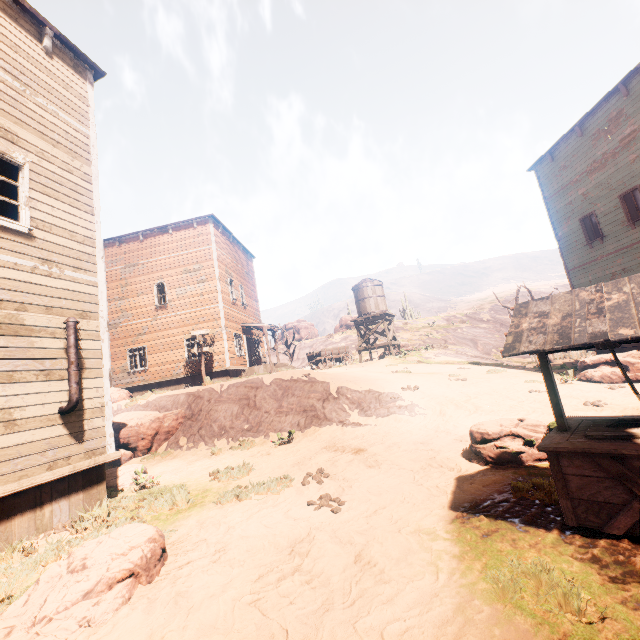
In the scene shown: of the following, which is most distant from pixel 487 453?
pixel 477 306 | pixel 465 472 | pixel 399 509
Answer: pixel 477 306

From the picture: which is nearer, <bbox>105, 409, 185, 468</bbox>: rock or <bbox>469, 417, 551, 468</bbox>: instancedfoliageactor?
<bbox>469, 417, 551, 468</bbox>: instancedfoliageactor

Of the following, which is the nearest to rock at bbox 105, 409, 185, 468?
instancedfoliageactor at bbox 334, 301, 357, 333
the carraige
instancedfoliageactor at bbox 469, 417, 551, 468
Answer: instancedfoliageactor at bbox 469, 417, 551, 468

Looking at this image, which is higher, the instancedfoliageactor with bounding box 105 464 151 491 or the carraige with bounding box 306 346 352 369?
the carraige with bounding box 306 346 352 369

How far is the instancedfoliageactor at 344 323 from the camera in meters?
48.6 m

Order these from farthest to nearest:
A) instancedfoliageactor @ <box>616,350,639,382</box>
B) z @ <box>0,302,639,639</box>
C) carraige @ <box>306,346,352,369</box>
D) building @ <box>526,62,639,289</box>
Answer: carraige @ <box>306,346,352,369</box>, building @ <box>526,62,639,289</box>, instancedfoliageactor @ <box>616,350,639,382</box>, z @ <box>0,302,639,639</box>

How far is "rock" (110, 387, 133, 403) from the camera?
15.9 meters

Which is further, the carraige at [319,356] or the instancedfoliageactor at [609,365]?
the carraige at [319,356]
